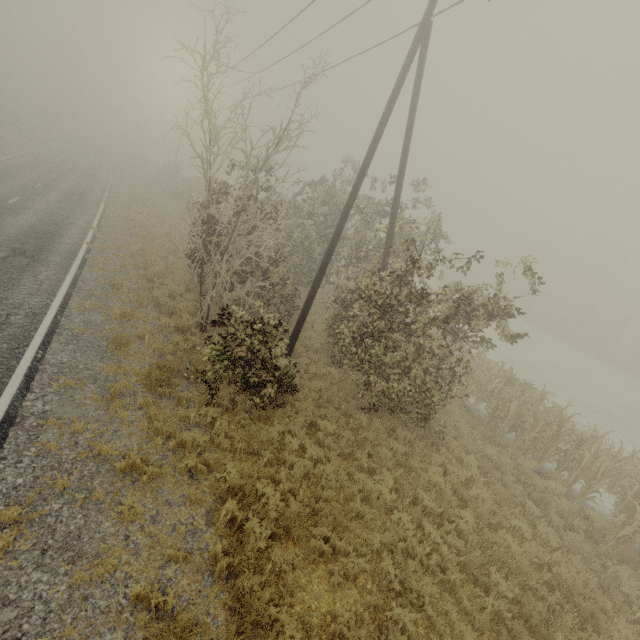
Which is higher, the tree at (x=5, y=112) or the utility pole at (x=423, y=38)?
the utility pole at (x=423, y=38)

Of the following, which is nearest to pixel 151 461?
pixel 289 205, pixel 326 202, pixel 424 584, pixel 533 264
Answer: pixel 424 584

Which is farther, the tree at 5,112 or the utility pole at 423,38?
the tree at 5,112

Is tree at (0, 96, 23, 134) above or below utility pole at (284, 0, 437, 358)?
below

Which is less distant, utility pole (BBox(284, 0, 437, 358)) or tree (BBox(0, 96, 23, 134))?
utility pole (BBox(284, 0, 437, 358))
